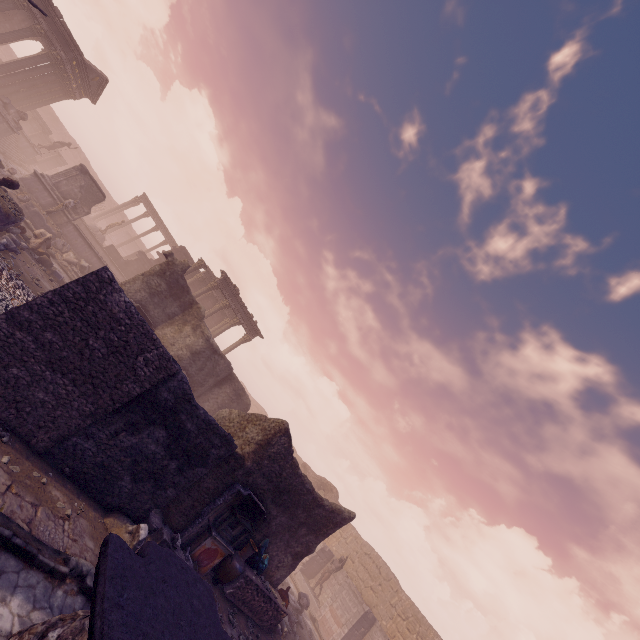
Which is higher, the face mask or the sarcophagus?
the face mask

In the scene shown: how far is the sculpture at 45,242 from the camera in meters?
14.1

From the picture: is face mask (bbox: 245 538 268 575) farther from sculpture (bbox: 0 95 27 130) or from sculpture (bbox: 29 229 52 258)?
sculpture (bbox: 0 95 27 130)

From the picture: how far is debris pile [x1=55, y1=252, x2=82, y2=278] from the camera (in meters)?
17.47

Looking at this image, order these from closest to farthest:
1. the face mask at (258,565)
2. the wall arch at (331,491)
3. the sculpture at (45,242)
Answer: the face mask at (258,565) → the sculpture at (45,242) → the wall arch at (331,491)

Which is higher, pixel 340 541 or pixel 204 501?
pixel 340 541

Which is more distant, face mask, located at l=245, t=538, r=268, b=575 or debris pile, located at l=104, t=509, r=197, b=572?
face mask, located at l=245, t=538, r=268, b=575

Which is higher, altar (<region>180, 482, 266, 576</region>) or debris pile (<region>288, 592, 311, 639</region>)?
altar (<region>180, 482, 266, 576</region>)
